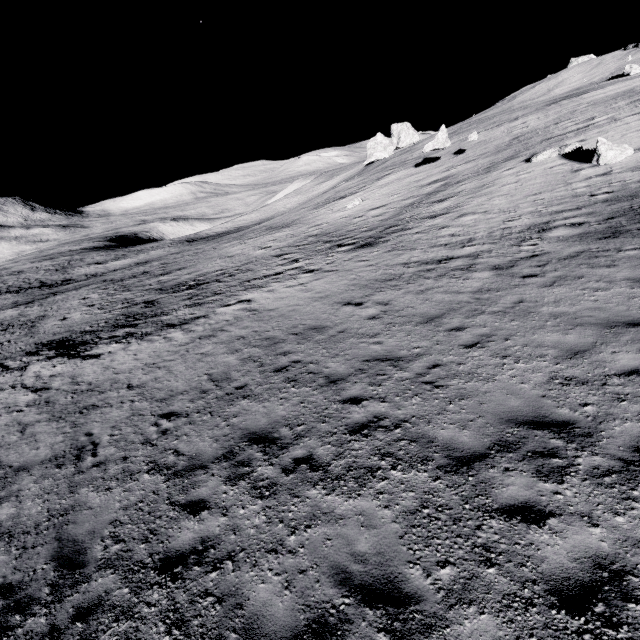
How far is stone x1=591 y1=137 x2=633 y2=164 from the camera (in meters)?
17.84

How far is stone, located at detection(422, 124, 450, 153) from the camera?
31.5m

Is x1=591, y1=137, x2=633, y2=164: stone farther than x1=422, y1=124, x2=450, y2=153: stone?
No

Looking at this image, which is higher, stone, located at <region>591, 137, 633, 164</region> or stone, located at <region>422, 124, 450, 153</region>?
stone, located at <region>422, 124, 450, 153</region>

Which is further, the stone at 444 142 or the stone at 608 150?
the stone at 444 142

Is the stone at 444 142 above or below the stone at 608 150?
above

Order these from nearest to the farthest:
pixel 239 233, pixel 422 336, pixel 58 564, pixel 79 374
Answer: pixel 58 564, pixel 422 336, pixel 79 374, pixel 239 233
